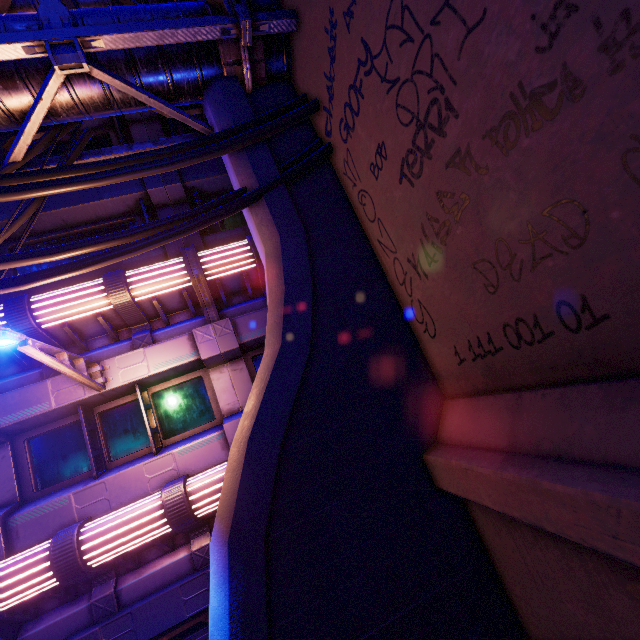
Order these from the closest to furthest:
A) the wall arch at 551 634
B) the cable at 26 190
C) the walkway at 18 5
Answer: the wall arch at 551 634, the cable at 26 190, the walkway at 18 5

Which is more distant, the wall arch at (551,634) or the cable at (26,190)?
the cable at (26,190)

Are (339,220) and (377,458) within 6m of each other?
yes

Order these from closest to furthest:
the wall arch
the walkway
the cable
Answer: the wall arch, the cable, the walkway

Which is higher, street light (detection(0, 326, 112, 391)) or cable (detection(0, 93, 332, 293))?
cable (detection(0, 93, 332, 293))

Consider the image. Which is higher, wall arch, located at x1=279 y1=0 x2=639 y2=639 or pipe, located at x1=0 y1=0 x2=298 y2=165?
pipe, located at x1=0 y1=0 x2=298 y2=165

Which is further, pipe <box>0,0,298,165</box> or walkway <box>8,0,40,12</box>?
walkway <box>8,0,40,12</box>

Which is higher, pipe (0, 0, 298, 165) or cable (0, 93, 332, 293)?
pipe (0, 0, 298, 165)
